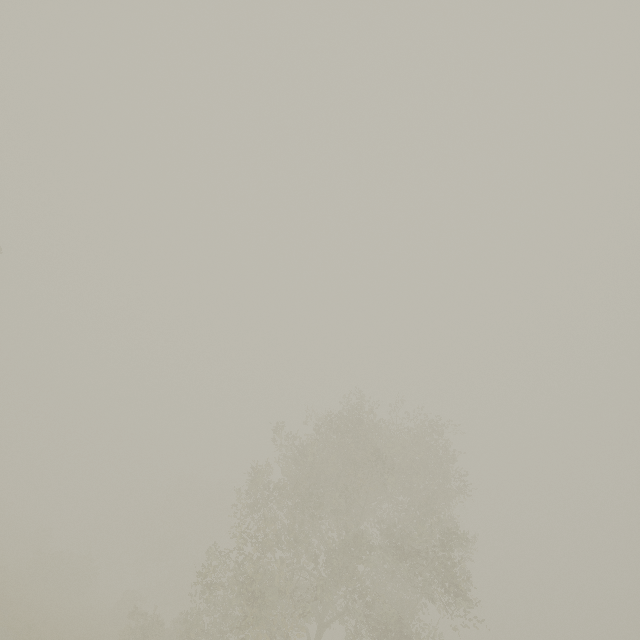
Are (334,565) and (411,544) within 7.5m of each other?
yes
